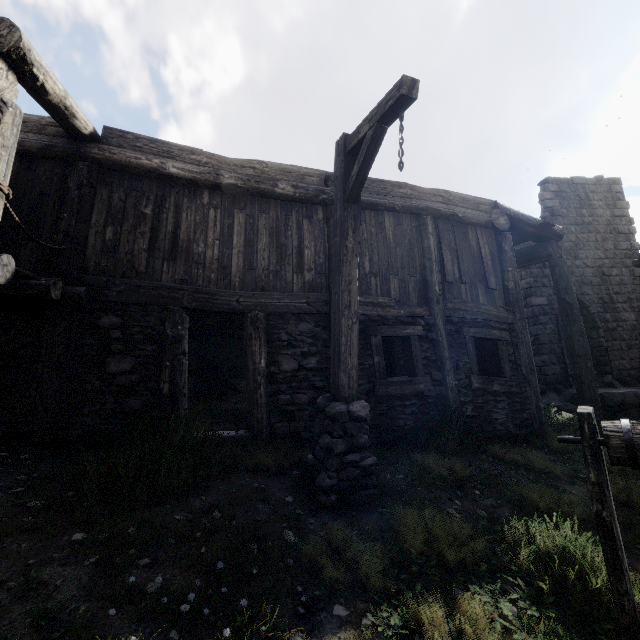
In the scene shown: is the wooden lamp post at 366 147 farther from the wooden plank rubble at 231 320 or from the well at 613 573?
the wooden plank rubble at 231 320

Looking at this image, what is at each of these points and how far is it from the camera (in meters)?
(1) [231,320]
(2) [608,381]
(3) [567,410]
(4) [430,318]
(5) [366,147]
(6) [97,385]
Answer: (1) wooden plank rubble, 9.80
(2) rubble, 13.20
(3) rubble, 11.22
(4) building, 7.25
(5) wooden lamp post, 3.77
(6) building, 5.16

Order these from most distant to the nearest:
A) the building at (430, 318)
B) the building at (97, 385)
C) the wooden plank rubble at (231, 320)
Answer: the wooden plank rubble at (231, 320) < the building at (430, 318) < the building at (97, 385)

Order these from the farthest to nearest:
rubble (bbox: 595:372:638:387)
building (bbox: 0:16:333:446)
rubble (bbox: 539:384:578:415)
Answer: rubble (bbox: 595:372:638:387) < rubble (bbox: 539:384:578:415) < building (bbox: 0:16:333:446)

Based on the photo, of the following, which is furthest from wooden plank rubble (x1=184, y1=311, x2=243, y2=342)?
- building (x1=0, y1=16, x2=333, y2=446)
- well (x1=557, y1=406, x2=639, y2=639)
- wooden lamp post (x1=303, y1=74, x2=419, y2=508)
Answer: well (x1=557, y1=406, x2=639, y2=639)

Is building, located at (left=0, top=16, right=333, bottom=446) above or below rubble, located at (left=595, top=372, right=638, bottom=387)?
above

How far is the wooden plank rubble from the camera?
9.34m

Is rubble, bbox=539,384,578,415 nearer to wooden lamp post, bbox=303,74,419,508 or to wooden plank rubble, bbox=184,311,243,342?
wooden plank rubble, bbox=184,311,243,342
